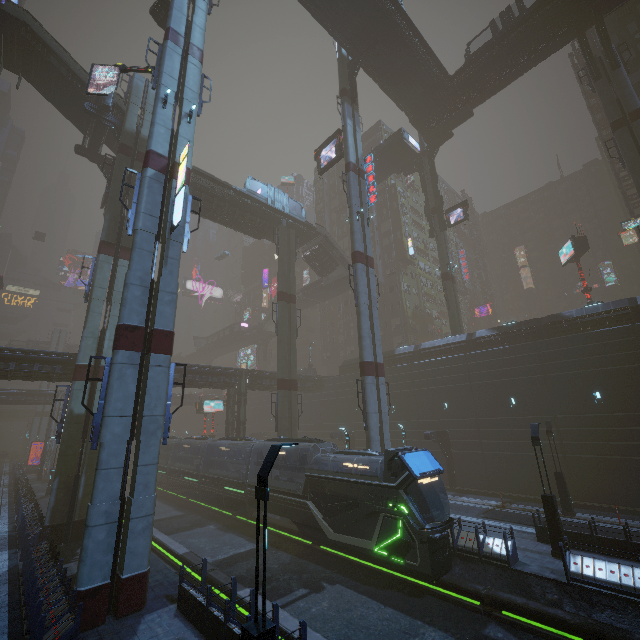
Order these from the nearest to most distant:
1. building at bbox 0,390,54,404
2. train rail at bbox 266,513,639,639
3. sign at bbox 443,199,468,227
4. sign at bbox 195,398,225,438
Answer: train rail at bbox 266,513,639,639 < sign at bbox 443,199,468,227 < sign at bbox 195,398,225,438 < building at bbox 0,390,54,404

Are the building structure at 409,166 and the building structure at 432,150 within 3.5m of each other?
yes

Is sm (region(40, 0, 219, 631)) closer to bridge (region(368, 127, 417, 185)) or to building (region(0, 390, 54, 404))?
building (region(0, 390, 54, 404))

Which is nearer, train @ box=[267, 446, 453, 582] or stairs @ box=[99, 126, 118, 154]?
train @ box=[267, 446, 453, 582]

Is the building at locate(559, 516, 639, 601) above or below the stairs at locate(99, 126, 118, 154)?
below

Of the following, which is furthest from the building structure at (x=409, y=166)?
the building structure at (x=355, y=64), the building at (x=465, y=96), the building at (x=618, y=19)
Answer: the building structure at (x=355, y=64)

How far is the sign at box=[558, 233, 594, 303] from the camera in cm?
3378

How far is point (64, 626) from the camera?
9.4m
